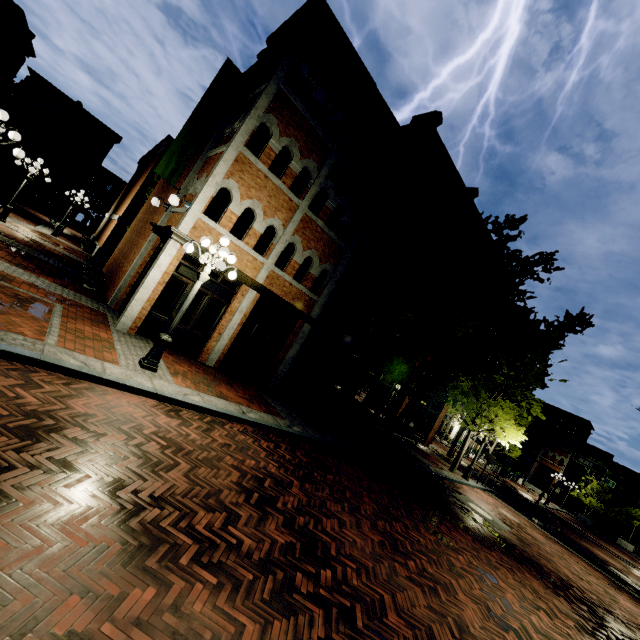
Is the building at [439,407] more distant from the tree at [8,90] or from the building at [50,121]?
the building at [50,121]

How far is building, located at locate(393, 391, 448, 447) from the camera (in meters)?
21.56

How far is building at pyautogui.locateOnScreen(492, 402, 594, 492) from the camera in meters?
45.8 m

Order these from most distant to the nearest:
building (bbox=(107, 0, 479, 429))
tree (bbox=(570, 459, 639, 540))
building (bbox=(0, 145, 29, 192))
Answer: building (bbox=(0, 145, 29, 192))
tree (bbox=(570, 459, 639, 540))
building (bbox=(107, 0, 479, 429))

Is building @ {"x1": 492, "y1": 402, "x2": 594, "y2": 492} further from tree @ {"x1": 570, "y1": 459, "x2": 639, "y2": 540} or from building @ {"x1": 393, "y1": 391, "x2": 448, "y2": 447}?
building @ {"x1": 393, "y1": 391, "x2": 448, "y2": 447}

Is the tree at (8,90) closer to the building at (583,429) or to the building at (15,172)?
the building at (15,172)

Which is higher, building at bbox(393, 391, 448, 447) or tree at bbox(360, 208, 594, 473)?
tree at bbox(360, 208, 594, 473)

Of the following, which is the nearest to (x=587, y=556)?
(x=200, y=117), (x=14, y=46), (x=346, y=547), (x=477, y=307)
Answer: (x=477, y=307)
